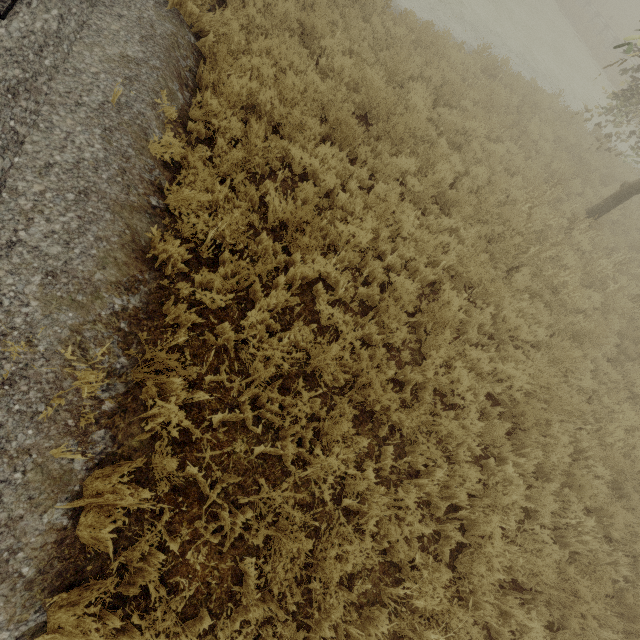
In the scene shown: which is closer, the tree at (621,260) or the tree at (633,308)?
the tree at (621,260)

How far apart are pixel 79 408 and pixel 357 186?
5.49m

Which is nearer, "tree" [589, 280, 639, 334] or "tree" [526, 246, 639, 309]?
"tree" [526, 246, 639, 309]
